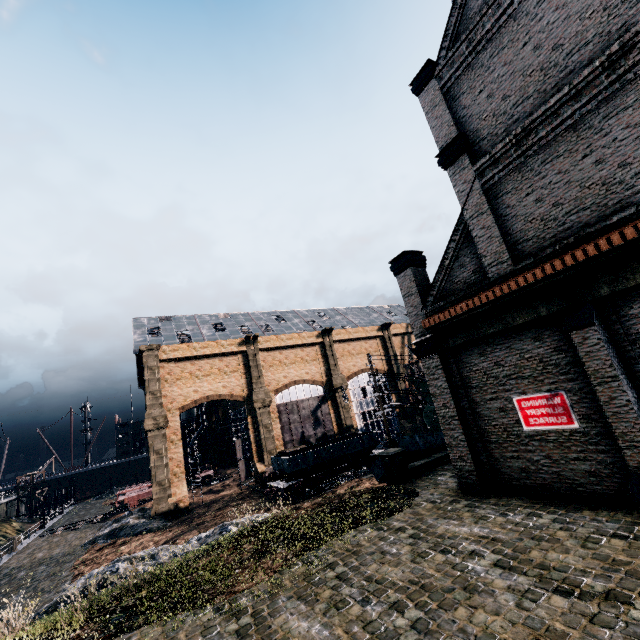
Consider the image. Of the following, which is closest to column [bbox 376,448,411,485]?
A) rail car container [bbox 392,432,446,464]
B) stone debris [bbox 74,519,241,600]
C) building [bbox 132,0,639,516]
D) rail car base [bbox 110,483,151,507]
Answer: rail car container [bbox 392,432,446,464]

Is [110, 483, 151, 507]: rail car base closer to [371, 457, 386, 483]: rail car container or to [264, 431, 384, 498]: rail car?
[264, 431, 384, 498]: rail car

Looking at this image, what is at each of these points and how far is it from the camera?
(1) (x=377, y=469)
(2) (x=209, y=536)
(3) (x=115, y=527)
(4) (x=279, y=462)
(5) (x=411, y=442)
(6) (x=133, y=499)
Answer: (1) rail car container, 22.19m
(2) stone debris, 22.42m
(3) stone debris, 31.08m
(4) rail car, 32.09m
(5) rail car container, 20.77m
(6) rail car base, 43.06m

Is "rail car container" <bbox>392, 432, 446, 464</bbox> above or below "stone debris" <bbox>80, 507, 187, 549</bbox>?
above

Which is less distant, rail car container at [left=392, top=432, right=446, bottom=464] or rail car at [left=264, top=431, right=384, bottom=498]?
rail car container at [left=392, top=432, right=446, bottom=464]

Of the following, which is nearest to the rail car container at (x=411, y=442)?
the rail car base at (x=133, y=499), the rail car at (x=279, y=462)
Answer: the rail car at (x=279, y=462)

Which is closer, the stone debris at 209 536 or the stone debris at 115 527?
the stone debris at 209 536

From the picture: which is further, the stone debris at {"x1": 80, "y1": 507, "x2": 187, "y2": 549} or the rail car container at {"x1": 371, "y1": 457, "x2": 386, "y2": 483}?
the stone debris at {"x1": 80, "y1": 507, "x2": 187, "y2": 549}
